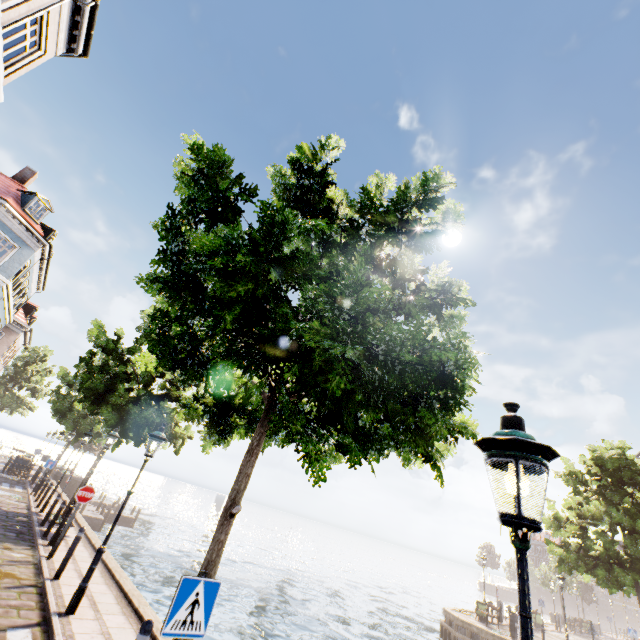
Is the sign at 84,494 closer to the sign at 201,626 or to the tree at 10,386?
the tree at 10,386

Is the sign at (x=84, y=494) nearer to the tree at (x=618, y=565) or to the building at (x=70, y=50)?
the tree at (x=618, y=565)

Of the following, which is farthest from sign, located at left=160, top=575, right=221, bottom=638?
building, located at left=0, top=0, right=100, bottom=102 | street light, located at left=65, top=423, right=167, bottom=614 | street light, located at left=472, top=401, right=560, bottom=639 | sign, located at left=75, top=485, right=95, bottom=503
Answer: sign, located at left=75, top=485, right=95, bottom=503

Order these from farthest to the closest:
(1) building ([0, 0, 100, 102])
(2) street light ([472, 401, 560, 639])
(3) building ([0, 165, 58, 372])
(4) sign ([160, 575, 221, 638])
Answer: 1. (3) building ([0, 165, 58, 372])
2. (1) building ([0, 0, 100, 102])
3. (4) sign ([160, 575, 221, 638])
4. (2) street light ([472, 401, 560, 639])

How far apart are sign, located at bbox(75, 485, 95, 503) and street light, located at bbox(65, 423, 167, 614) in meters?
3.7

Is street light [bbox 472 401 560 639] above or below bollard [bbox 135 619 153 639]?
above

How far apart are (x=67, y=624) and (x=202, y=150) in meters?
9.7

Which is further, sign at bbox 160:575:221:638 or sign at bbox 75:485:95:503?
sign at bbox 75:485:95:503
